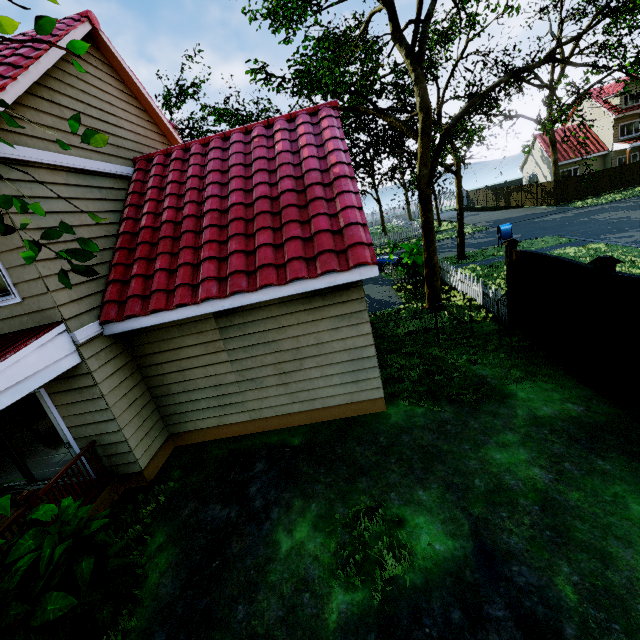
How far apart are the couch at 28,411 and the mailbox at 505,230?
22.3 meters

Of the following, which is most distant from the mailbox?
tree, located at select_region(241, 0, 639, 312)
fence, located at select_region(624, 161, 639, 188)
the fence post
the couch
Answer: the couch

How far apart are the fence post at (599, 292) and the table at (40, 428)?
12.2m

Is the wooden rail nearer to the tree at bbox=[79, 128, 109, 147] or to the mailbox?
the tree at bbox=[79, 128, 109, 147]

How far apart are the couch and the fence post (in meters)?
14.19

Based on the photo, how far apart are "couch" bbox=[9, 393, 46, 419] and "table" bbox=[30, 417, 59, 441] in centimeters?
117cm

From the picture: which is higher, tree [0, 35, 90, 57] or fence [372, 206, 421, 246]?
tree [0, 35, 90, 57]

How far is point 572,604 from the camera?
3.2m
